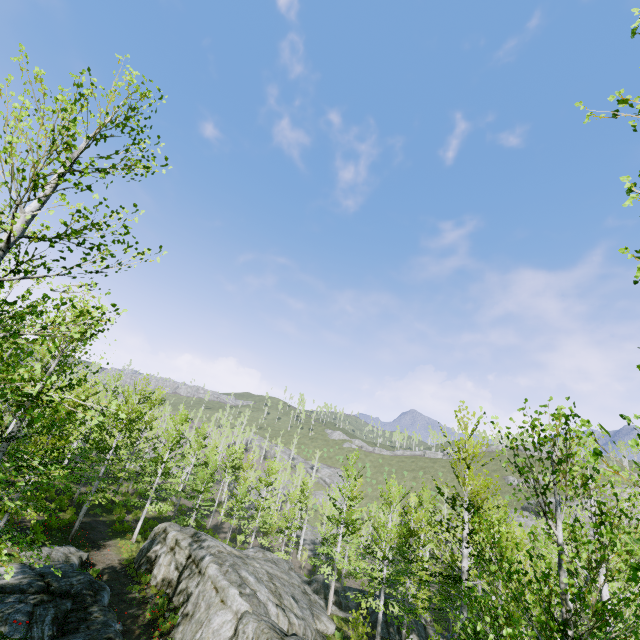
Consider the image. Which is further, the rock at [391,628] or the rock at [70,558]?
the rock at [391,628]

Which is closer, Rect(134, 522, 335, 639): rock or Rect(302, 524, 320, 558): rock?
Rect(134, 522, 335, 639): rock

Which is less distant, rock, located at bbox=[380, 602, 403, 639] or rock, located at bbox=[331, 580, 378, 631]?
rock, located at bbox=[380, 602, 403, 639]

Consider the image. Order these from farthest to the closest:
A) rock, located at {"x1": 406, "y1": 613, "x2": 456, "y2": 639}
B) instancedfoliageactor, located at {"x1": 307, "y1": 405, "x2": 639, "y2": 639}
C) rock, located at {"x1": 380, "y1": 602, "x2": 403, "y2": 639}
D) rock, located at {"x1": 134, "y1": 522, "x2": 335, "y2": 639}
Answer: rock, located at {"x1": 406, "y1": 613, "x2": 456, "y2": 639} < rock, located at {"x1": 380, "y1": 602, "x2": 403, "y2": 639} < rock, located at {"x1": 134, "y1": 522, "x2": 335, "y2": 639} < instancedfoliageactor, located at {"x1": 307, "y1": 405, "x2": 639, "y2": 639}

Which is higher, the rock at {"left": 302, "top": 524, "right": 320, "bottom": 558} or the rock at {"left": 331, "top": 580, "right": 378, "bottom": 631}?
the rock at {"left": 331, "top": 580, "right": 378, "bottom": 631}

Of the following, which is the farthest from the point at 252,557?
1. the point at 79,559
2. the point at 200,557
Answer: the point at 79,559

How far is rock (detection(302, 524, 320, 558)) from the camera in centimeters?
4323cm

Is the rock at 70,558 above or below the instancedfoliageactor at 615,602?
below
